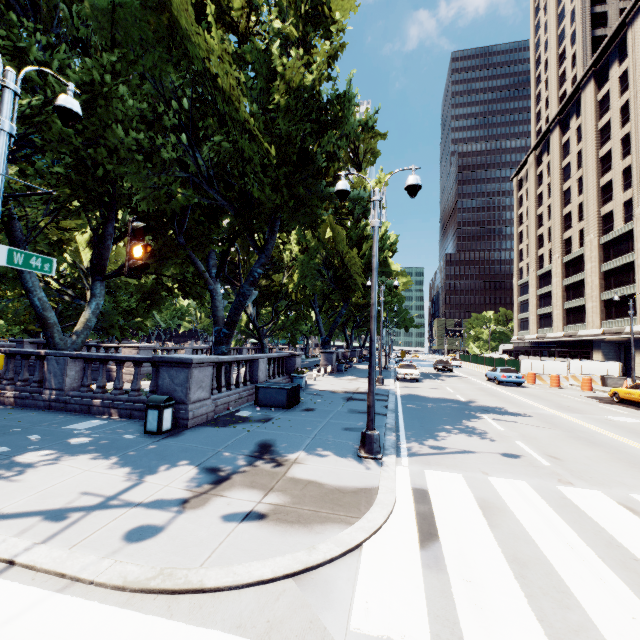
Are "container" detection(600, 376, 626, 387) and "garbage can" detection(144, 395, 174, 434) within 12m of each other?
no

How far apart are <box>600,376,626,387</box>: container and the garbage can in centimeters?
3346cm

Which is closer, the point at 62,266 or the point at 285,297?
the point at 62,266

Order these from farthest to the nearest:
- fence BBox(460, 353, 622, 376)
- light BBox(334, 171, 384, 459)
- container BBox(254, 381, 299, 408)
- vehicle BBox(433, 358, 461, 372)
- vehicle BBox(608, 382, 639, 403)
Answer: vehicle BBox(433, 358, 461, 372) < fence BBox(460, 353, 622, 376) < vehicle BBox(608, 382, 639, 403) < container BBox(254, 381, 299, 408) < light BBox(334, 171, 384, 459)

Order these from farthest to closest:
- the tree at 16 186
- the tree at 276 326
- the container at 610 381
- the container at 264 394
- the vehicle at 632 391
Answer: the container at 610 381
the vehicle at 632 391
the container at 264 394
the tree at 16 186
the tree at 276 326

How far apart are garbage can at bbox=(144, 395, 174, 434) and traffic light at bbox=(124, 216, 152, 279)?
5.0m

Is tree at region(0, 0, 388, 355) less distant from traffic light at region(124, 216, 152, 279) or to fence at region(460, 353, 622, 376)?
traffic light at region(124, 216, 152, 279)

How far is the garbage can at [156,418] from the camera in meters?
8.7 m
